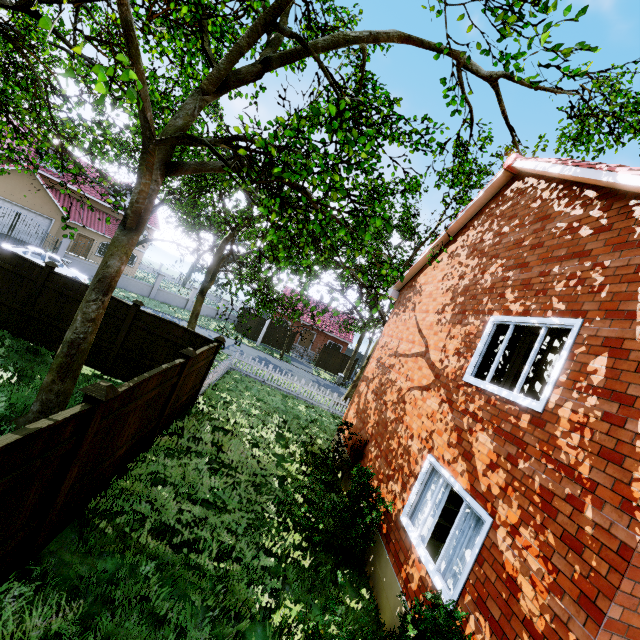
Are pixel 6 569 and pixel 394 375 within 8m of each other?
no

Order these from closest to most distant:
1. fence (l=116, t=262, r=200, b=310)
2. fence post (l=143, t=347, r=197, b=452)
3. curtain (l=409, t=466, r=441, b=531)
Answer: curtain (l=409, t=466, r=441, b=531)
fence post (l=143, t=347, r=197, b=452)
fence (l=116, t=262, r=200, b=310)

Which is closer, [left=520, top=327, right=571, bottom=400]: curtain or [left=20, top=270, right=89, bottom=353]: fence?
[left=520, top=327, right=571, bottom=400]: curtain

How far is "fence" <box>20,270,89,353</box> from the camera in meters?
10.0

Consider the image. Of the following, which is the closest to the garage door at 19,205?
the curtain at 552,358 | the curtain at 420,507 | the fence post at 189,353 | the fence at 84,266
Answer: the fence at 84,266

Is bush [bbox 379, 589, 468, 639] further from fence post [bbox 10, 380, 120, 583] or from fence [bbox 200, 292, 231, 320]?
fence [bbox 200, 292, 231, 320]

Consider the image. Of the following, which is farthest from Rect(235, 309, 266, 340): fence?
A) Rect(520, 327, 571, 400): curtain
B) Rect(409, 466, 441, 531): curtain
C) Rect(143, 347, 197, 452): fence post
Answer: Rect(520, 327, 571, 400): curtain

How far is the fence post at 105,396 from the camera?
3.8 meters
